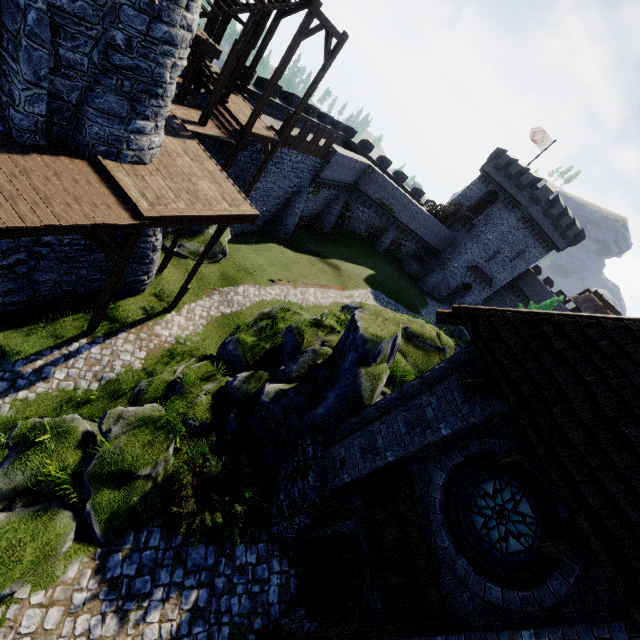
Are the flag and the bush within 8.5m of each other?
no

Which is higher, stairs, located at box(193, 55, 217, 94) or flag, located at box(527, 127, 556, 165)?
flag, located at box(527, 127, 556, 165)

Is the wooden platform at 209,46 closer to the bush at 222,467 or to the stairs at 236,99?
the stairs at 236,99

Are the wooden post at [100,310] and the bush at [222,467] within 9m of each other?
yes

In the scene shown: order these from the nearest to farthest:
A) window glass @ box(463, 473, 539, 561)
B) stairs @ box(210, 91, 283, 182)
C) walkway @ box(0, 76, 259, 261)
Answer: window glass @ box(463, 473, 539, 561)
walkway @ box(0, 76, 259, 261)
stairs @ box(210, 91, 283, 182)

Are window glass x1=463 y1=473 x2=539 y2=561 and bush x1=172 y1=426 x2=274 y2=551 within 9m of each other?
yes

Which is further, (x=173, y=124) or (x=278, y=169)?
(x=278, y=169)

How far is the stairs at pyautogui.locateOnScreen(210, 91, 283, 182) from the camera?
16.4 meters
